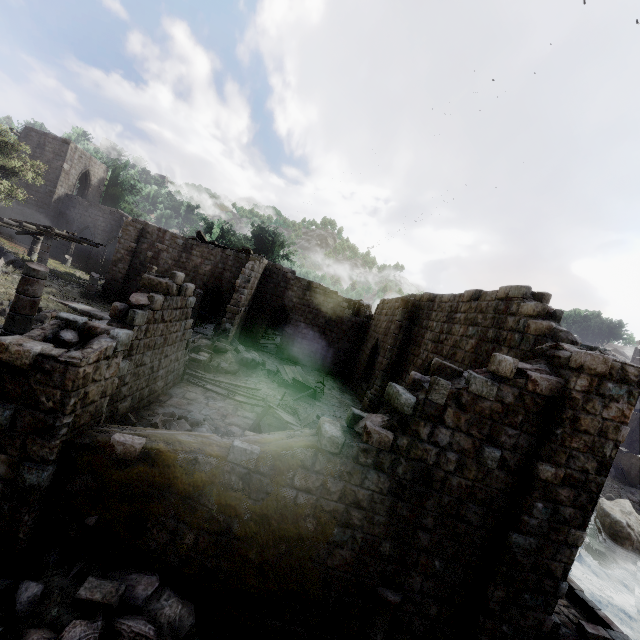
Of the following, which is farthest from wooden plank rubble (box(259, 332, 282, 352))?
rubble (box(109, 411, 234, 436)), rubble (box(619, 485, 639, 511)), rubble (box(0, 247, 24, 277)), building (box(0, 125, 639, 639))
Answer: rubble (box(619, 485, 639, 511))

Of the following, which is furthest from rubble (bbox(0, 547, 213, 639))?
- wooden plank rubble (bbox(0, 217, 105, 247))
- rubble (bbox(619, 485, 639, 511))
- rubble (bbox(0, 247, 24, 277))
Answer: rubble (bbox(619, 485, 639, 511))

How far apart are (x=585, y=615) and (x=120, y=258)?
29.3m

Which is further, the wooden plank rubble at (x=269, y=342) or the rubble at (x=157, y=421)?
the wooden plank rubble at (x=269, y=342)

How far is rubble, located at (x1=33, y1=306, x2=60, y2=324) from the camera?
14.9m

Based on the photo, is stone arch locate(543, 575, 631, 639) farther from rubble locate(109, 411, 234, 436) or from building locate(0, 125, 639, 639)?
rubble locate(109, 411, 234, 436)

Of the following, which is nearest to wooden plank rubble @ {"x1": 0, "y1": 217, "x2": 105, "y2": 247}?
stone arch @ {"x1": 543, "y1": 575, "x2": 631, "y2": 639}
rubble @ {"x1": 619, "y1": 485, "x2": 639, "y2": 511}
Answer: stone arch @ {"x1": 543, "y1": 575, "x2": 631, "y2": 639}

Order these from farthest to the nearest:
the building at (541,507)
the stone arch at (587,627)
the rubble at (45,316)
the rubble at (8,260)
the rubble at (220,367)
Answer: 1. the rubble at (8,260)
2. the rubble at (220,367)
3. the rubble at (45,316)
4. the stone arch at (587,627)
5. the building at (541,507)
